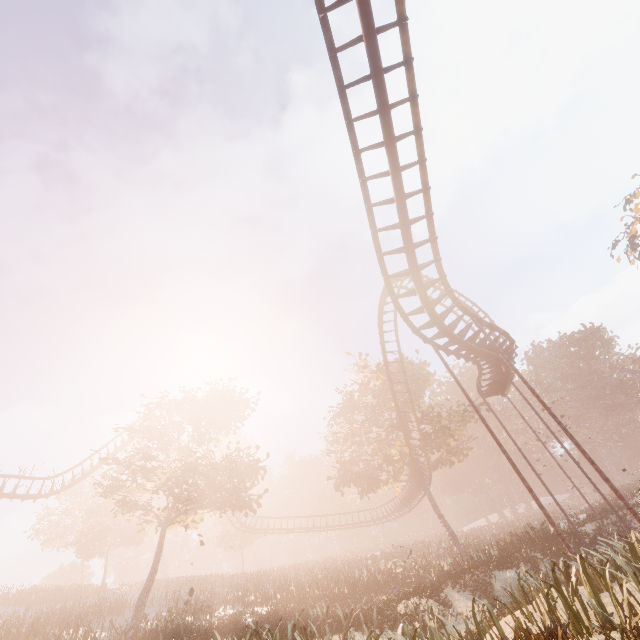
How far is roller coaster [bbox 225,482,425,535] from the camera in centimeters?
3659cm

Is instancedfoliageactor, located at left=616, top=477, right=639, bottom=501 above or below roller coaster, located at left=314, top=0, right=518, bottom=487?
below

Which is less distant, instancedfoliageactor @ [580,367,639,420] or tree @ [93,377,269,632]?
tree @ [93,377,269,632]

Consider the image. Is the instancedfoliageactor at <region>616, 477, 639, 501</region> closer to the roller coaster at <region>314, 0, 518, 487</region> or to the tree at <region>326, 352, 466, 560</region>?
the tree at <region>326, 352, 466, 560</region>

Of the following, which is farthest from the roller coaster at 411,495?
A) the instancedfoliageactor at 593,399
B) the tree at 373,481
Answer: the instancedfoliageactor at 593,399

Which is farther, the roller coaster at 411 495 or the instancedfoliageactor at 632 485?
the roller coaster at 411 495

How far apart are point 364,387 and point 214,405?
17.4m
